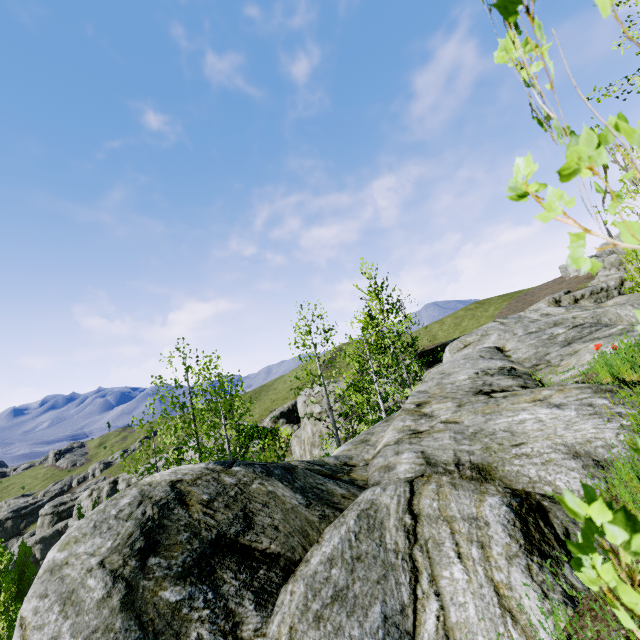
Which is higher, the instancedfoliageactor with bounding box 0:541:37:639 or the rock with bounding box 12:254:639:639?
the rock with bounding box 12:254:639:639

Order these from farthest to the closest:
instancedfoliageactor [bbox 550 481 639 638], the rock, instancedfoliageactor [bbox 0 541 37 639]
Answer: instancedfoliageactor [bbox 0 541 37 639], the rock, instancedfoliageactor [bbox 550 481 639 638]

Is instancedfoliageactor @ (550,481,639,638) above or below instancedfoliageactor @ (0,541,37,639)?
above

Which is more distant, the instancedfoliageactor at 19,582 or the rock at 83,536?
the instancedfoliageactor at 19,582

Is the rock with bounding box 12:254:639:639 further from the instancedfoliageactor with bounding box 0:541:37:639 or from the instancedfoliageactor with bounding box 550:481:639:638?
the instancedfoliageactor with bounding box 550:481:639:638

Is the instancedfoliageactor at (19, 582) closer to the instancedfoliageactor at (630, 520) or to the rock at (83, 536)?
the rock at (83, 536)

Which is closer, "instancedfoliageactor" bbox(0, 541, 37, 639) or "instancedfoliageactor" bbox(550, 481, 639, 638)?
"instancedfoliageactor" bbox(550, 481, 639, 638)

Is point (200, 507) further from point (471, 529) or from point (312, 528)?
point (471, 529)
